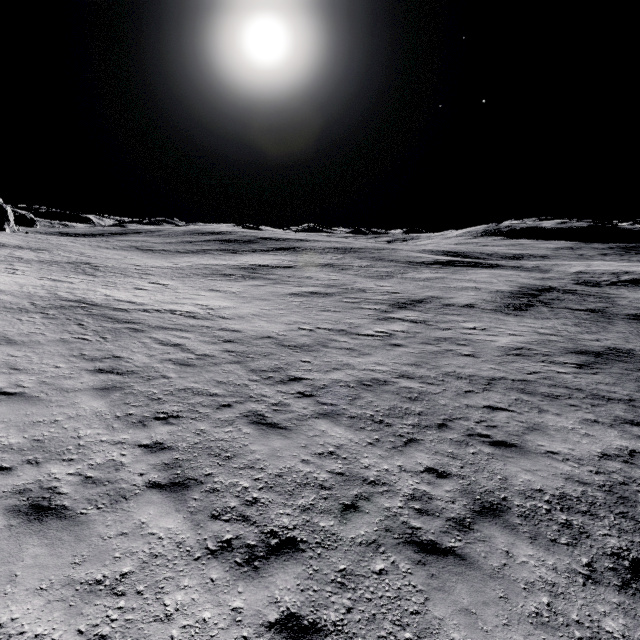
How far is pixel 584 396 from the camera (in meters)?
11.14
